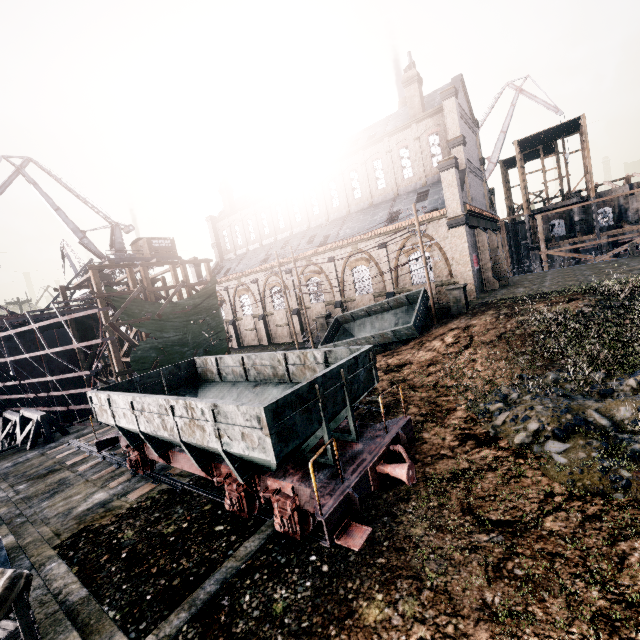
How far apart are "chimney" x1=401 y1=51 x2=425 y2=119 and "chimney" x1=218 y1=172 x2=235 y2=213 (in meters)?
28.48

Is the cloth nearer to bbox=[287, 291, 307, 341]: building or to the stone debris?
bbox=[287, 291, 307, 341]: building

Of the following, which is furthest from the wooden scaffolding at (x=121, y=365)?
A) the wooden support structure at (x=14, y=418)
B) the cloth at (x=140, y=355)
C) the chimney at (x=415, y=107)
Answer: the chimney at (x=415, y=107)

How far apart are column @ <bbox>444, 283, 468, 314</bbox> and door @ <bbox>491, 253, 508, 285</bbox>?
12.6m

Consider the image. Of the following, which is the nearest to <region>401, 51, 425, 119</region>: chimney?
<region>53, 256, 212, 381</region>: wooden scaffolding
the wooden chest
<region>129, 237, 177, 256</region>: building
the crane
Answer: <region>53, 256, 212, 381</region>: wooden scaffolding

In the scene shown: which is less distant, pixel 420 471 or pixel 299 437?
pixel 299 437

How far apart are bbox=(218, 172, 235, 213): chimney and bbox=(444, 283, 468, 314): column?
37.80m

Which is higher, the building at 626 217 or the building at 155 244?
the building at 155 244
